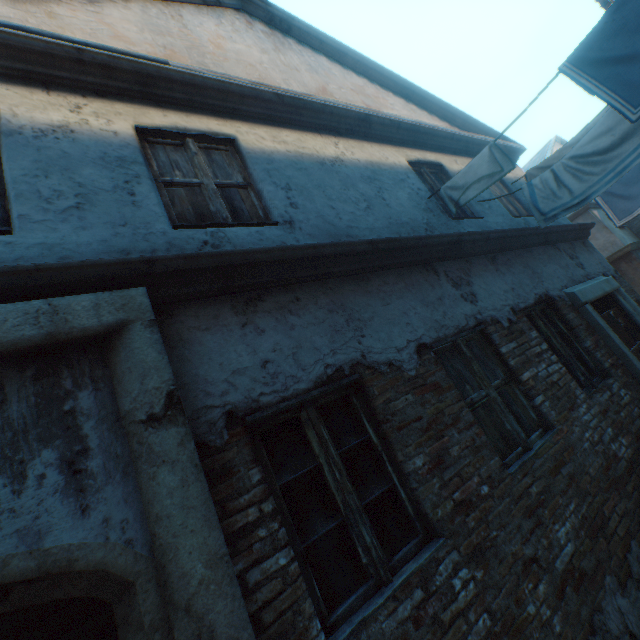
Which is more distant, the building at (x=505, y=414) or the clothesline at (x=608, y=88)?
the clothesline at (x=608, y=88)

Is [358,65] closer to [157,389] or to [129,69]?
[129,69]

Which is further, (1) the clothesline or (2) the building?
(1) the clothesline
